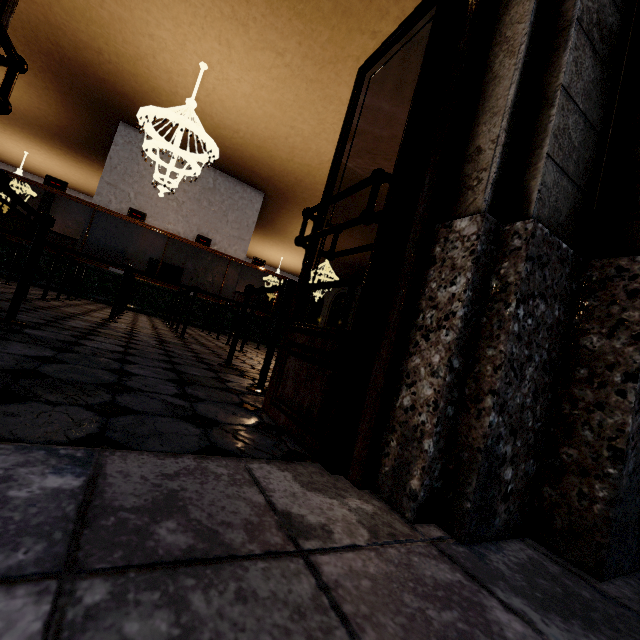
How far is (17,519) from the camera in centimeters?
→ 57cm
